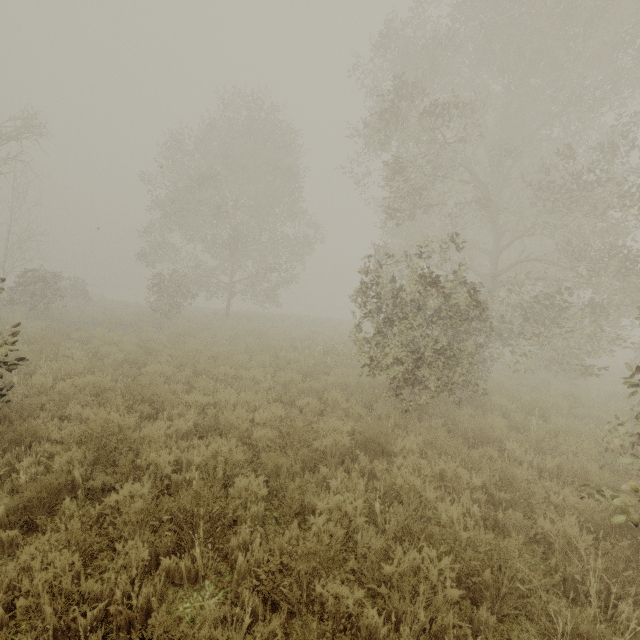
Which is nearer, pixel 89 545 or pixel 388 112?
pixel 89 545

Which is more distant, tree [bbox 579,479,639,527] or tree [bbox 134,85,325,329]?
tree [bbox 134,85,325,329]

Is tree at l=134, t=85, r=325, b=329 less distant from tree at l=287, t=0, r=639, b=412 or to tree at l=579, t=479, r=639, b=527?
tree at l=579, t=479, r=639, b=527

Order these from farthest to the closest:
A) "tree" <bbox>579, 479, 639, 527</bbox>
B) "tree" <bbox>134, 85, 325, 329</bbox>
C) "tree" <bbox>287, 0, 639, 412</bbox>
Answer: "tree" <bbox>134, 85, 325, 329</bbox>, "tree" <bbox>287, 0, 639, 412</bbox>, "tree" <bbox>579, 479, 639, 527</bbox>

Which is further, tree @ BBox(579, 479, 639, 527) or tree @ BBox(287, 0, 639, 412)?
tree @ BBox(287, 0, 639, 412)

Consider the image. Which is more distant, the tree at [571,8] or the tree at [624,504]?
the tree at [571,8]

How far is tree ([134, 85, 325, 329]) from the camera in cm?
1966

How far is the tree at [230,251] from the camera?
19.7 meters
